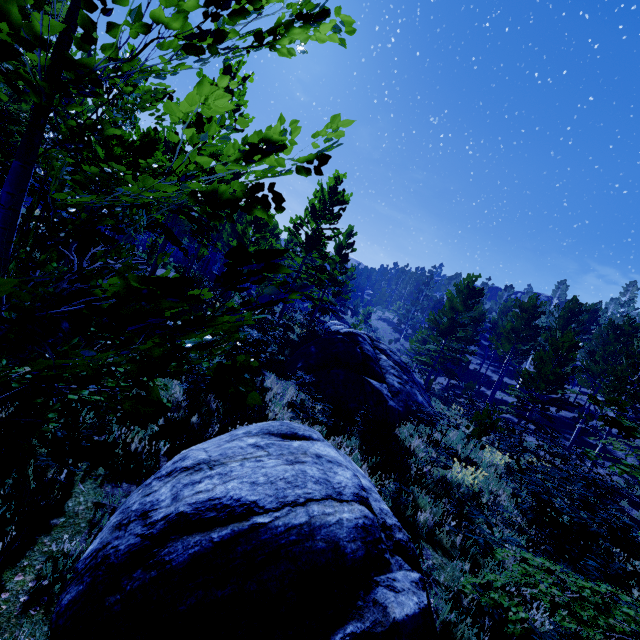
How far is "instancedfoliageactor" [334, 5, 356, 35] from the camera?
1.3m

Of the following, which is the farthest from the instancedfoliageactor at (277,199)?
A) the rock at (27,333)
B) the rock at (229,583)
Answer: the rock at (27,333)

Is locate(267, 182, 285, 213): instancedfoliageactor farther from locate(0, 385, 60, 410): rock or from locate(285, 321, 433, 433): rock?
locate(0, 385, 60, 410): rock

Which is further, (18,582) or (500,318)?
(500,318)

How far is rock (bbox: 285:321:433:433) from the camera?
10.2m

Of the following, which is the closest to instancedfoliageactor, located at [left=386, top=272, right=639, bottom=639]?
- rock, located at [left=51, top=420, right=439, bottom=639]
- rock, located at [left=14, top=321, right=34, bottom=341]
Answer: rock, located at [left=51, top=420, right=439, bottom=639]

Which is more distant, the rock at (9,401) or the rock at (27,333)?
the rock at (27,333)

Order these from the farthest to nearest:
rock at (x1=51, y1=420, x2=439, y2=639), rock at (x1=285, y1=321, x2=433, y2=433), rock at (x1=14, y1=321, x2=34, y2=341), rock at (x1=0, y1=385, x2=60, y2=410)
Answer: rock at (x1=285, y1=321, x2=433, y2=433)
rock at (x1=14, y1=321, x2=34, y2=341)
rock at (x1=0, y1=385, x2=60, y2=410)
rock at (x1=51, y1=420, x2=439, y2=639)
